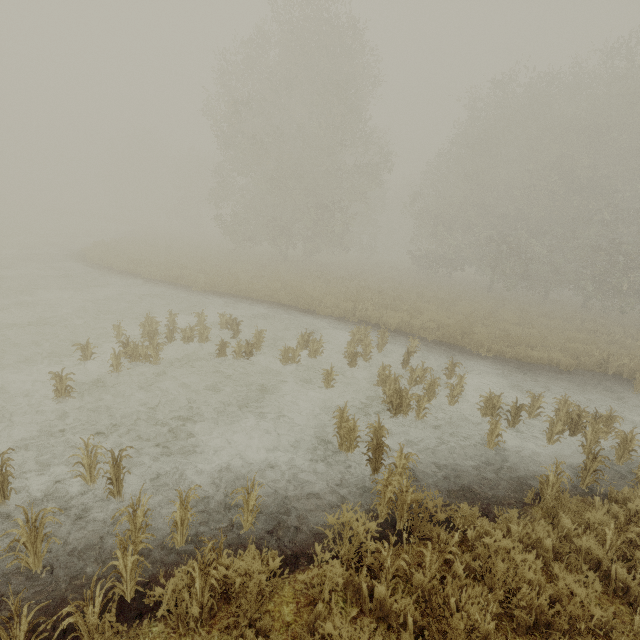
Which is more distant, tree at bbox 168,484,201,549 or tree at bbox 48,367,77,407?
tree at bbox 48,367,77,407

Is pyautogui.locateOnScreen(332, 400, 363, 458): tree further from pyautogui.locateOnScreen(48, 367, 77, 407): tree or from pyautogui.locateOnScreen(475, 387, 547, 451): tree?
pyautogui.locateOnScreen(48, 367, 77, 407): tree

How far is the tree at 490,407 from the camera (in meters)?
6.38

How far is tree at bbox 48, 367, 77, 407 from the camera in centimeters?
611cm

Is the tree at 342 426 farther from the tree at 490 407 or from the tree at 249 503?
the tree at 490 407

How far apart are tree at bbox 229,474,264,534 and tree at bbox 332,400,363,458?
2.0 meters

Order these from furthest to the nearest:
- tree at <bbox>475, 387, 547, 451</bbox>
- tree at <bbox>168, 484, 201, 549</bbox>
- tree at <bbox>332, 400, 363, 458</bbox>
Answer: tree at <bbox>475, 387, 547, 451</bbox> → tree at <bbox>332, 400, 363, 458</bbox> → tree at <bbox>168, 484, 201, 549</bbox>

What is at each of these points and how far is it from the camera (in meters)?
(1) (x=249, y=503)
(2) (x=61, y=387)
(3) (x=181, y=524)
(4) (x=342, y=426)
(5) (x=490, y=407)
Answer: (1) tree, 3.97
(2) tree, 6.19
(3) tree, 3.73
(4) tree, 5.63
(5) tree, 7.57
